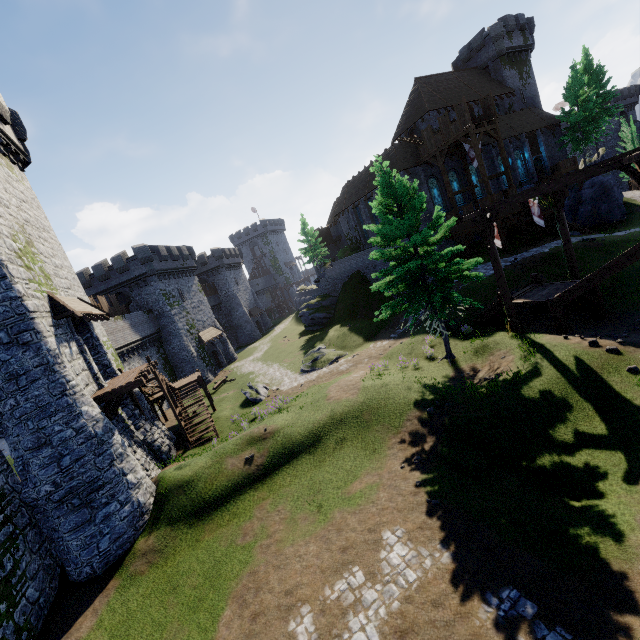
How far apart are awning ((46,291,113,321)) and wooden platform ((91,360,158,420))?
3.09m

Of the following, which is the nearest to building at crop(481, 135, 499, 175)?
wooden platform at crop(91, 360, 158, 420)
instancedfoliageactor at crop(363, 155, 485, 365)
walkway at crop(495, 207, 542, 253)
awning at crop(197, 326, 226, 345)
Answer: walkway at crop(495, 207, 542, 253)

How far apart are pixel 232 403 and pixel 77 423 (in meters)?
14.94

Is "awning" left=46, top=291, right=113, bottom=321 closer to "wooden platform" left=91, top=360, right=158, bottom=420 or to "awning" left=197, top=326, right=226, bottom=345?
"wooden platform" left=91, top=360, right=158, bottom=420

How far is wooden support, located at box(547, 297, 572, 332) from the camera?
15.5 meters

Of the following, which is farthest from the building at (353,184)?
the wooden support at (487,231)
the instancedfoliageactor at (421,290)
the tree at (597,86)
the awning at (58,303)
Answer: the awning at (58,303)

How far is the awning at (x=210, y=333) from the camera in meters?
39.6

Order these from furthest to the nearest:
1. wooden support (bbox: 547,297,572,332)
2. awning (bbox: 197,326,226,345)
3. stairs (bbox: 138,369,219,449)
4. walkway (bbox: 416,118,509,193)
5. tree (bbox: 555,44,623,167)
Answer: awning (bbox: 197,326,226,345), tree (bbox: 555,44,623,167), walkway (bbox: 416,118,509,193), stairs (bbox: 138,369,219,449), wooden support (bbox: 547,297,572,332)
